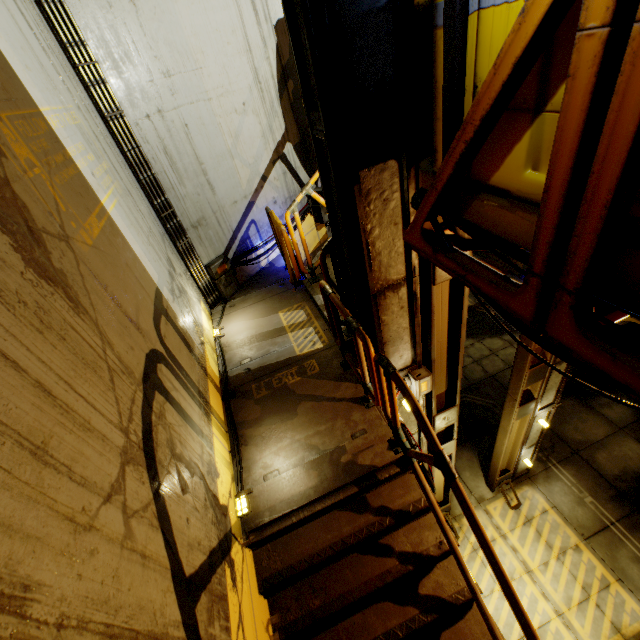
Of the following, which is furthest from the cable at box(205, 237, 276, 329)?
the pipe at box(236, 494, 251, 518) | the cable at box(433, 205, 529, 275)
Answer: the cable at box(433, 205, 529, 275)

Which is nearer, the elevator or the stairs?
the elevator

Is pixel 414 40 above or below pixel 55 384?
above

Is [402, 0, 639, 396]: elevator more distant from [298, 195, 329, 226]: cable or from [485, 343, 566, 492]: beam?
[298, 195, 329, 226]: cable

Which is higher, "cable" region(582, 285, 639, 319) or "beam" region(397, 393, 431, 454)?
"cable" region(582, 285, 639, 319)

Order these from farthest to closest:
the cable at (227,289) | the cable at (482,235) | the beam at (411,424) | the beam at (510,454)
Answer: the cable at (227,289)
the beam at (510,454)
the beam at (411,424)
the cable at (482,235)

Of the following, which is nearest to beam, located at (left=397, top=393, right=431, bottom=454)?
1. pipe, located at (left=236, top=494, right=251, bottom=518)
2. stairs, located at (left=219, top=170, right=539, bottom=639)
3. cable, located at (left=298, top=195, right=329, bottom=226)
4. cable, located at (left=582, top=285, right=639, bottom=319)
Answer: stairs, located at (left=219, top=170, right=539, bottom=639)

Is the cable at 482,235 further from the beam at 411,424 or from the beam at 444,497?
the beam at 411,424
